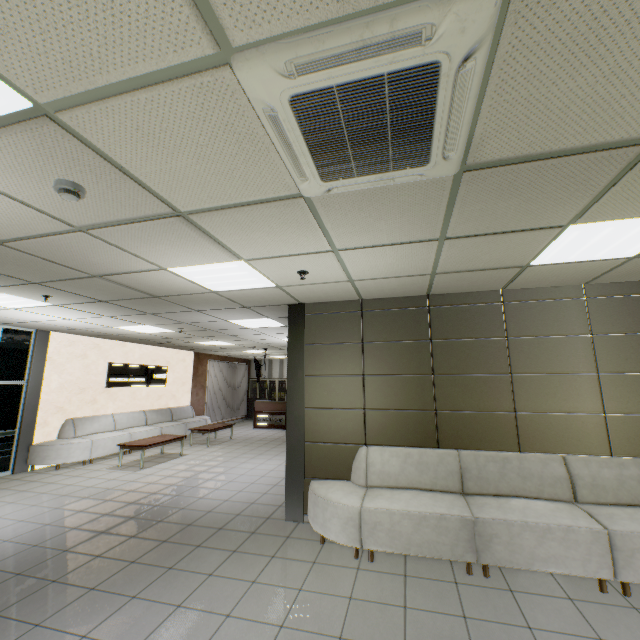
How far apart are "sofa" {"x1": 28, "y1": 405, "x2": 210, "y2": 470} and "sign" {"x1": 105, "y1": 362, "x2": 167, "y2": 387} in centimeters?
76cm

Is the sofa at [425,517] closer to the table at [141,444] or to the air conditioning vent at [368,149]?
the air conditioning vent at [368,149]

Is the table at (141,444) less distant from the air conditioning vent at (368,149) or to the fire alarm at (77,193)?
the fire alarm at (77,193)

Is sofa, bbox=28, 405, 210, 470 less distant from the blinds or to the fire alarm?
the blinds

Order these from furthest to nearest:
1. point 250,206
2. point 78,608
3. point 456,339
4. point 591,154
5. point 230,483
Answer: point 230,483 → point 456,339 → point 78,608 → point 250,206 → point 591,154

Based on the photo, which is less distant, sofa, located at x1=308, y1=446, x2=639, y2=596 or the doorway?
sofa, located at x1=308, y1=446, x2=639, y2=596

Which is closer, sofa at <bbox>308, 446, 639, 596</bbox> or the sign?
sofa at <bbox>308, 446, 639, 596</bbox>

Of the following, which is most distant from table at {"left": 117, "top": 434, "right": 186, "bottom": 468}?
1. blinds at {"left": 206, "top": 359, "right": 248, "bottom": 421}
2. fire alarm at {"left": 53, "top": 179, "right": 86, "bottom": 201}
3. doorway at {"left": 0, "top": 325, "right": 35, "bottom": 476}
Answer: fire alarm at {"left": 53, "top": 179, "right": 86, "bottom": 201}
